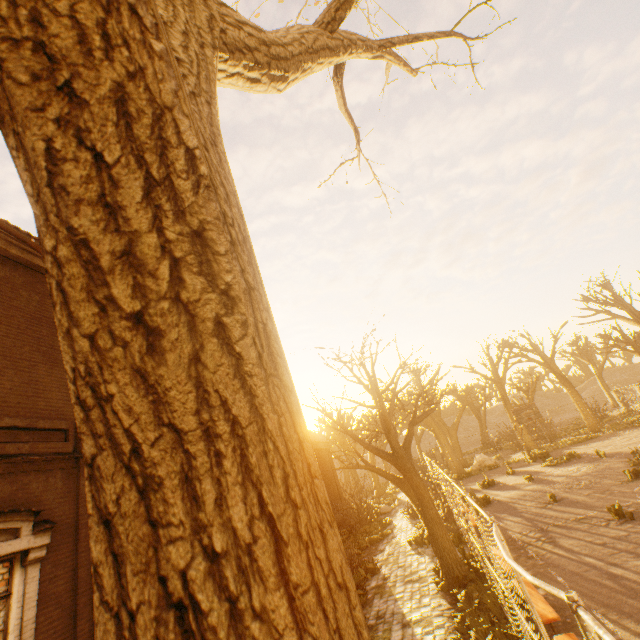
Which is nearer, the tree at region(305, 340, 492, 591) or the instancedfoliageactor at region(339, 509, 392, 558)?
the tree at region(305, 340, 492, 591)

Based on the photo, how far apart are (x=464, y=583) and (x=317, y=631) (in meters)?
11.01

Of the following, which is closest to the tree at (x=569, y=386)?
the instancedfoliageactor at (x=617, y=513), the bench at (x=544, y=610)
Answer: the bench at (x=544, y=610)

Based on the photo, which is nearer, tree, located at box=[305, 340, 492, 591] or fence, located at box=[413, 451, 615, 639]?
fence, located at box=[413, 451, 615, 639]

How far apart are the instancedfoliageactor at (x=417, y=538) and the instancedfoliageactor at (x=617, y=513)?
7.0 meters

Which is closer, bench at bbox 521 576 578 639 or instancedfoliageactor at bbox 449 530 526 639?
bench at bbox 521 576 578 639

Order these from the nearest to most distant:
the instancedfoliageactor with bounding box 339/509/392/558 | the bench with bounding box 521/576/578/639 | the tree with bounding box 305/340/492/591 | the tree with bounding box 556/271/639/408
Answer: the bench with bounding box 521/576/578/639, the tree with bounding box 305/340/492/591, the instancedfoliageactor with bounding box 339/509/392/558, the tree with bounding box 556/271/639/408
